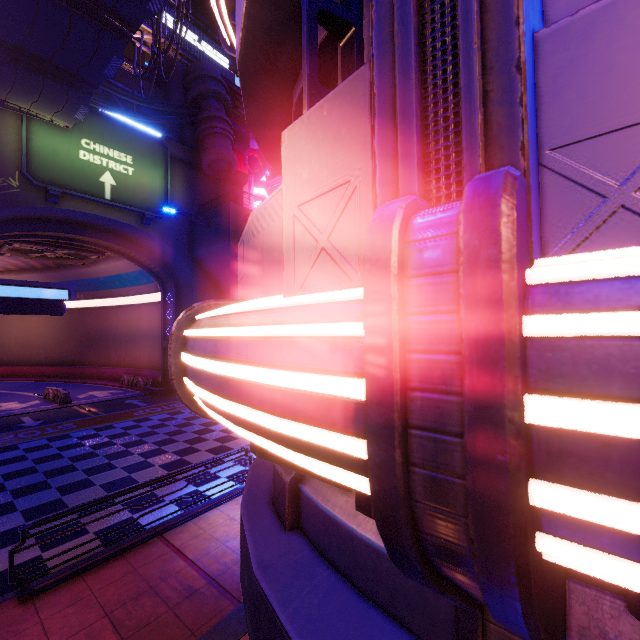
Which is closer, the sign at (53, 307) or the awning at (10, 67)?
the awning at (10, 67)

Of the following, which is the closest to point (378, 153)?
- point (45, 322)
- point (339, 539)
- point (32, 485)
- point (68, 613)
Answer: point (339, 539)

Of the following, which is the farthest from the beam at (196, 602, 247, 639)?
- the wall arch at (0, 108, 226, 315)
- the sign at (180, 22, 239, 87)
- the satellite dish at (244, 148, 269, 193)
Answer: the sign at (180, 22, 239, 87)

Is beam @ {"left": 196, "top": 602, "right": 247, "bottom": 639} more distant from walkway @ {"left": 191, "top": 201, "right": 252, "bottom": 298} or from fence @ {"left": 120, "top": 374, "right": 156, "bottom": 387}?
fence @ {"left": 120, "top": 374, "right": 156, "bottom": 387}

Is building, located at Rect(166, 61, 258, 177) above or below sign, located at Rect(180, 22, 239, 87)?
below

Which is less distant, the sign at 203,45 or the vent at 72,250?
the vent at 72,250

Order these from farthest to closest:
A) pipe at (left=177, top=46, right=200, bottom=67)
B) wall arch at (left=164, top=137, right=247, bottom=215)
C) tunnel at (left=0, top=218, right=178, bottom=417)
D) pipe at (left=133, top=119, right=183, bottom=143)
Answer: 1. pipe at (left=177, top=46, right=200, bottom=67)
2. wall arch at (left=164, top=137, right=247, bottom=215)
3. pipe at (left=133, top=119, right=183, bottom=143)
4. tunnel at (left=0, top=218, right=178, bottom=417)

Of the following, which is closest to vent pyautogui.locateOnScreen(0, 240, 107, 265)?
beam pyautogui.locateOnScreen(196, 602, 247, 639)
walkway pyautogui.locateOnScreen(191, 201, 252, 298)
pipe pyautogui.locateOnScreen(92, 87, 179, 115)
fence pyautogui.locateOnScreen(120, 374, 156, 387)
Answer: walkway pyautogui.locateOnScreen(191, 201, 252, 298)
